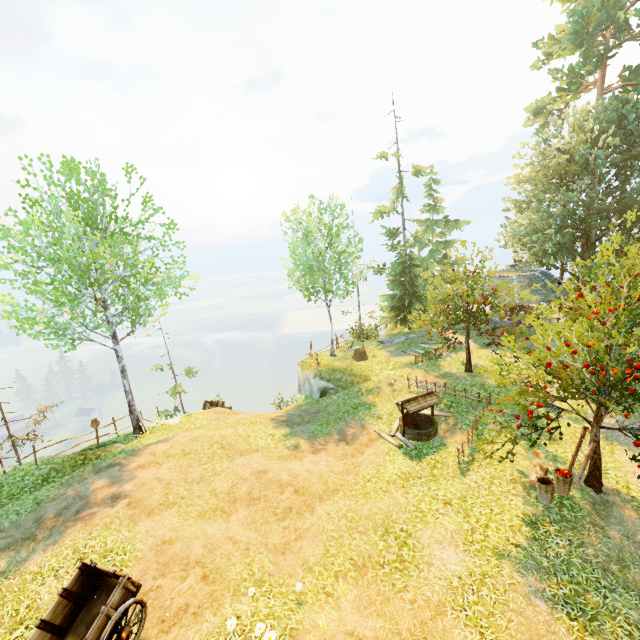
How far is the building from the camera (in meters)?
19.95

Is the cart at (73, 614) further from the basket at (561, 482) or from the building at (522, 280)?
the building at (522, 280)

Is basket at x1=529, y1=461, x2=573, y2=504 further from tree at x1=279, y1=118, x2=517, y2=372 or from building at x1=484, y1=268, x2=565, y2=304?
building at x1=484, y1=268, x2=565, y2=304

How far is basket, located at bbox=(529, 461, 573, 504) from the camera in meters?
9.5

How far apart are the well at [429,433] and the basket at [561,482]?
3.9 meters

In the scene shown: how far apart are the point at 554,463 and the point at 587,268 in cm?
1125

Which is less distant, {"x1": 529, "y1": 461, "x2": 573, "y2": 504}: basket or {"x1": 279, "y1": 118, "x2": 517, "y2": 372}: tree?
{"x1": 529, "y1": 461, "x2": 573, "y2": 504}: basket
